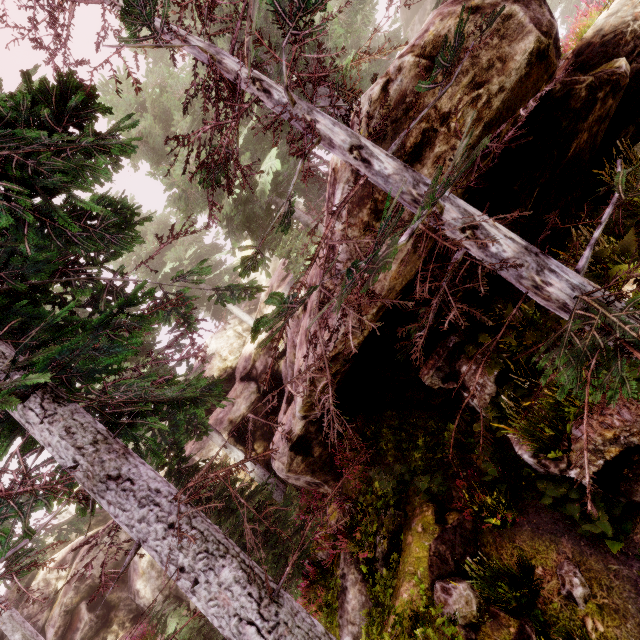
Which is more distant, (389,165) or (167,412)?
(167,412)

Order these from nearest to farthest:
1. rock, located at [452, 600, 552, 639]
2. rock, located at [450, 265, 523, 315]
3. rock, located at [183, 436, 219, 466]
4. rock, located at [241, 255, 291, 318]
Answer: rock, located at [452, 600, 552, 639] < rock, located at [450, 265, 523, 315] < rock, located at [183, 436, 219, 466] < rock, located at [241, 255, 291, 318]

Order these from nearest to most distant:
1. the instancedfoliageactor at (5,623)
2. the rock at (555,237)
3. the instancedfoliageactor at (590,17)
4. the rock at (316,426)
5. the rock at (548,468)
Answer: the rock at (548,468), the rock at (555,237), the instancedfoliageactor at (590,17), the rock at (316,426), the instancedfoliageactor at (5,623)

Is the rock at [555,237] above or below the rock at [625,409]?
above

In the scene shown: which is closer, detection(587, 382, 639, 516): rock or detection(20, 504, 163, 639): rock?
detection(587, 382, 639, 516): rock

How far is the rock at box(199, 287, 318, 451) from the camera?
8.08m
